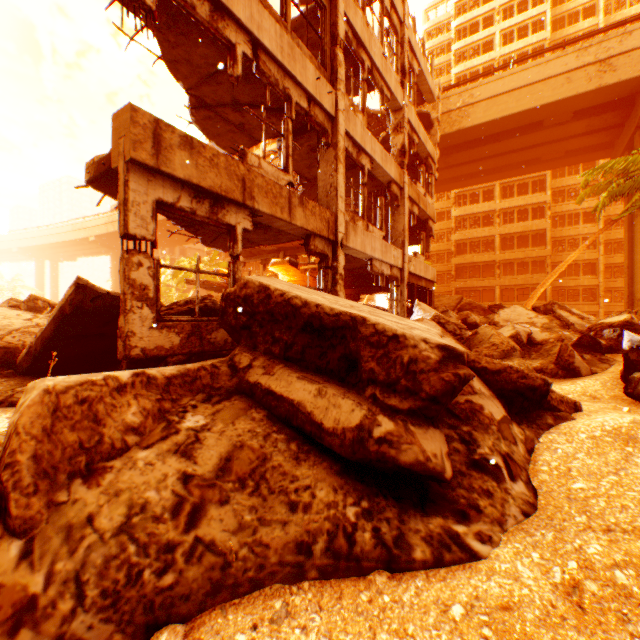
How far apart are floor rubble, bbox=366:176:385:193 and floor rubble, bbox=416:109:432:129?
5.6m

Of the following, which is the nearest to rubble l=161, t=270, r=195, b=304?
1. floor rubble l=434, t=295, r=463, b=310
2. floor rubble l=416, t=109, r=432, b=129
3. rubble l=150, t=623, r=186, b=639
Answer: rubble l=150, t=623, r=186, b=639

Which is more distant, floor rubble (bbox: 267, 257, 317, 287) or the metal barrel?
floor rubble (bbox: 267, 257, 317, 287)

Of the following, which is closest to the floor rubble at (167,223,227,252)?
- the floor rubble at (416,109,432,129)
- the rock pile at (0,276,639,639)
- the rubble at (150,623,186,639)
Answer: the rock pile at (0,276,639,639)

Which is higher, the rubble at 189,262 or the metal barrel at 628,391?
the rubble at 189,262

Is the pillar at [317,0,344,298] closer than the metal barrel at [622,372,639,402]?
No

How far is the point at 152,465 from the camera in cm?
244

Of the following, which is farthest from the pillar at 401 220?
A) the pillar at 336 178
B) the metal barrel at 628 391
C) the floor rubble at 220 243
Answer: the metal barrel at 628 391
